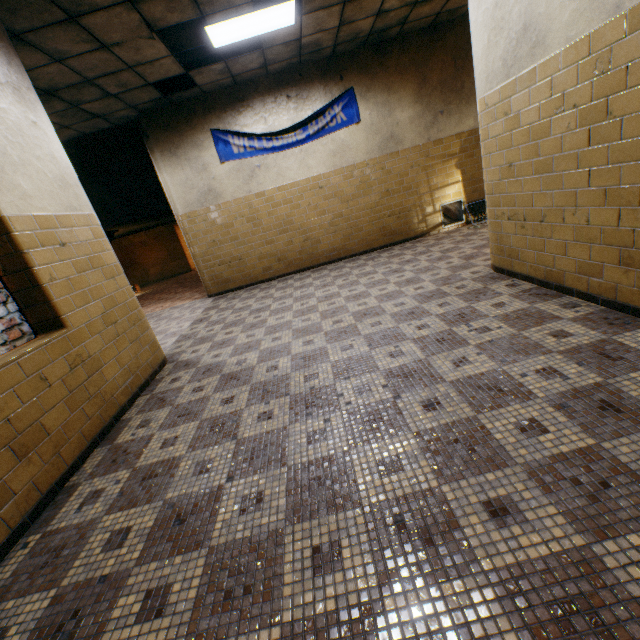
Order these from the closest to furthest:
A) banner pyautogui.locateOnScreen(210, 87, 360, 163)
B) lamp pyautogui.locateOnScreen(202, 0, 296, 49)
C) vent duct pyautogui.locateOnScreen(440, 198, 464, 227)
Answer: lamp pyautogui.locateOnScreen(202, 0, 296, 49) < banner pyautogui.locateOnScreen(210, 87, 360, 163) < vent duct pyautogui.locateOnScreen(440, 198, 464, 227)

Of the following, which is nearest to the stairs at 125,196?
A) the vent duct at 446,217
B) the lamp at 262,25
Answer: the lamp at 262,25

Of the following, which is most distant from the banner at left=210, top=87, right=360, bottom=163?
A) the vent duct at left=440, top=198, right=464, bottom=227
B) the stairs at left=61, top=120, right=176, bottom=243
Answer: the vent duct at left=440, top=198, right=464, bottom=227

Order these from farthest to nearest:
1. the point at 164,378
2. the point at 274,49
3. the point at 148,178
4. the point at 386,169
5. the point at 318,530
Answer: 1. the point at 148,178
2. the point at 386,169
3. the point at 274,49
4. the point at 164,378
5. the point at 318,530

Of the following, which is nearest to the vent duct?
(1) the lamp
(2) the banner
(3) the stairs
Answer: (2) the banner

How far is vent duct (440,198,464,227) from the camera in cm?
753

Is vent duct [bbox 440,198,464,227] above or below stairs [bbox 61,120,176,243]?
below

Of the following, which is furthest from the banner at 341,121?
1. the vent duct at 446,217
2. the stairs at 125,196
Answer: the vent duct at 446,217
